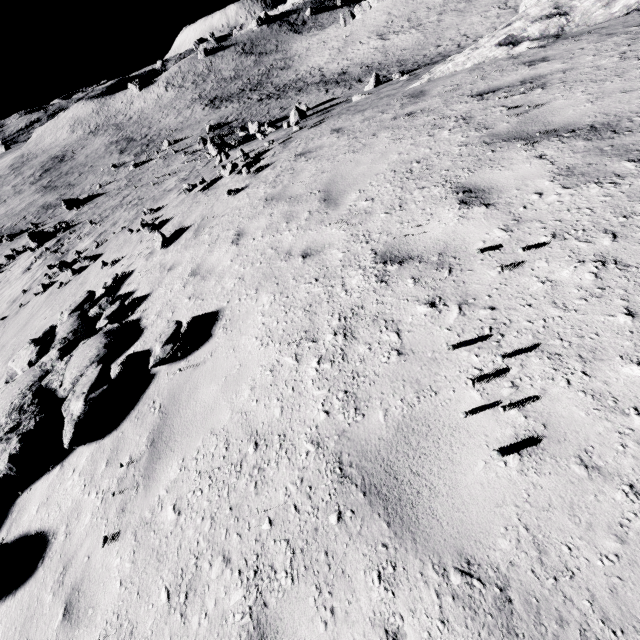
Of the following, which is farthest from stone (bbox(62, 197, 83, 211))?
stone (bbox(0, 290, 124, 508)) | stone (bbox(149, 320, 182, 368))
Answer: stone (bbox(149, 320, 182, 368))

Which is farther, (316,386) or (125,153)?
(125,153)

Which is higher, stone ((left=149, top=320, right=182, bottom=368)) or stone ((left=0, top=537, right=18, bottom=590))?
stone ((left=149, top=320, right=182, bottom=368))

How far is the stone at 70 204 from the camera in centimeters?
3677cm

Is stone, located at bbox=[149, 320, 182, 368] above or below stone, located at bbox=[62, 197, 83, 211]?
above

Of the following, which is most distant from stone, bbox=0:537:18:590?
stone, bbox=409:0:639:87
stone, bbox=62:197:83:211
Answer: stone, bbox=62:197:83:211

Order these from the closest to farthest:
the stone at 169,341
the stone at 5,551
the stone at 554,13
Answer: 1. the stone at 5,551
2. the stone at 169,341
3. the stone at 554,13

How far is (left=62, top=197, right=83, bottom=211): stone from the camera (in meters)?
36.77
